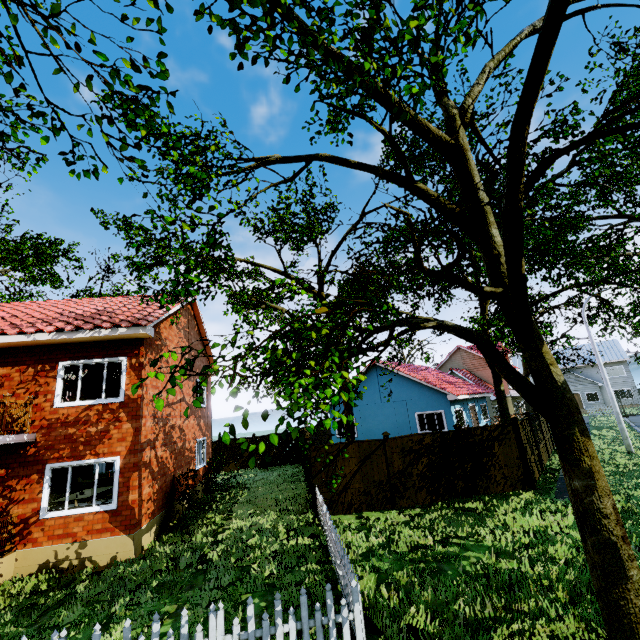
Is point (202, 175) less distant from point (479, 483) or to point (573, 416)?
point (573, 416)

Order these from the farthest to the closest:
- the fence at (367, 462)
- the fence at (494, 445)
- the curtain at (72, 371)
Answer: the fence at (494, 445), the curtain at (72, 371), the fence at (367, 462)

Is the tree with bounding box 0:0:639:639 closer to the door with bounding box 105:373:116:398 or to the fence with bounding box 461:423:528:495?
the fence with bounding box 461:423:528:495

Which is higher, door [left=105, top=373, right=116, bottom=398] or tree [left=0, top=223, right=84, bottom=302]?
tree [left=0, top=223, right=84, bottom=302]

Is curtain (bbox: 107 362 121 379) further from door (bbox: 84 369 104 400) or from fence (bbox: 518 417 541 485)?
fence (bbox: 518 417 541 485)

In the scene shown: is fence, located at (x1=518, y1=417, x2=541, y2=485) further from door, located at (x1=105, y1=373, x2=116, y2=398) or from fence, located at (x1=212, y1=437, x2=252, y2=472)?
door, located at (x1=105, y1=373, x2=116, y2=398)

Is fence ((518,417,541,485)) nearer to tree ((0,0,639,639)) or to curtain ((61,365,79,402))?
tree ((0,0,639,639))

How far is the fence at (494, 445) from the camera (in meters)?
11.99
